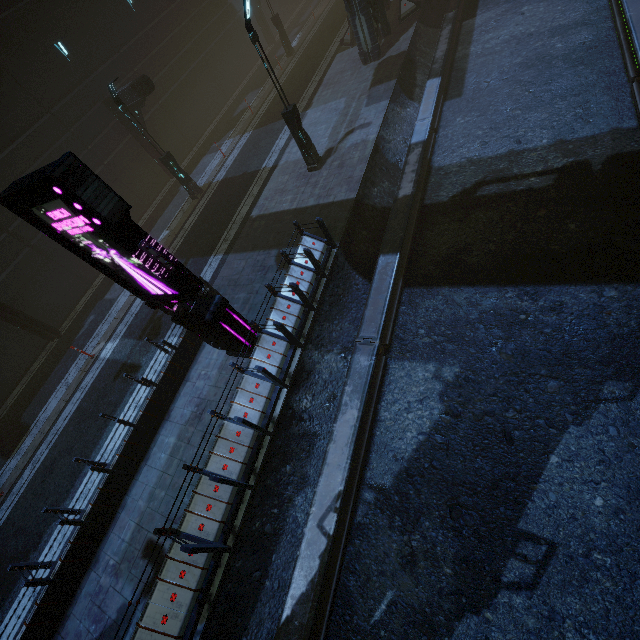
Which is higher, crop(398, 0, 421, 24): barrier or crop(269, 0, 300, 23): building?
crop(269, 0, 300, 23): building

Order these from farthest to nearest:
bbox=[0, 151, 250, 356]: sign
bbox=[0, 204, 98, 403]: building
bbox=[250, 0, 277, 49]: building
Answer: bbox=[250, 0, 277, 49]: building < bbox=[0, 204, 98, 403]: building < bbox=[0, 151, 250, 356]: sign

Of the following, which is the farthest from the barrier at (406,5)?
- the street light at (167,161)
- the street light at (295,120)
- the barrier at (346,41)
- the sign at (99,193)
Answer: the sign at (99,193)

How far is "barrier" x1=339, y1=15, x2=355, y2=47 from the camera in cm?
1936

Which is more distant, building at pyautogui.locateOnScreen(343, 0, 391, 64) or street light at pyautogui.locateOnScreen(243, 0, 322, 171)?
building at pyautogui.locateOnScreen(343, 0, 391, 64)

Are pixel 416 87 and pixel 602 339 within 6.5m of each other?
no

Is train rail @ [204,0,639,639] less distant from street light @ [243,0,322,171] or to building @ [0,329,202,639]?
building @ [0,329,202,639]

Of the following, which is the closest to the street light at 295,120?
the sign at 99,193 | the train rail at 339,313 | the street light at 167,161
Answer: the train rail at 339,313
